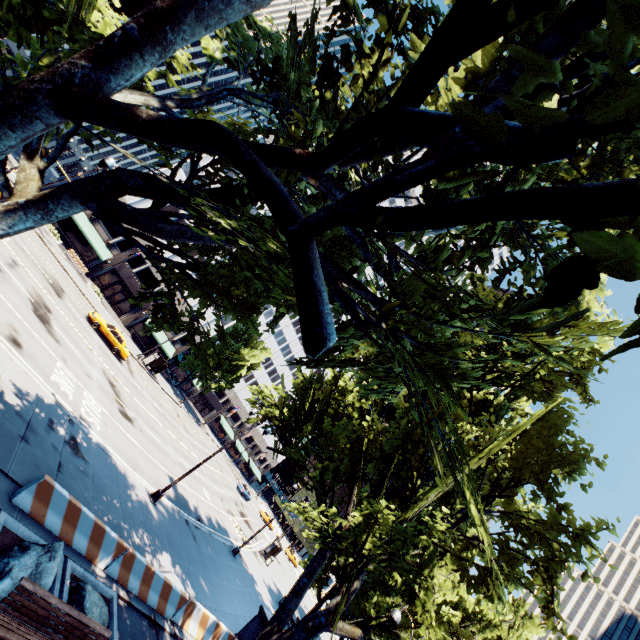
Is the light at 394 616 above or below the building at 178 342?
above

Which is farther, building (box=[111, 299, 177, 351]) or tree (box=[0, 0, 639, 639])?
building (box=[111, 299, 177, 351])

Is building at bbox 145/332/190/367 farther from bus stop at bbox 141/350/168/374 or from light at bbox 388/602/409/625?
light at bbox 388/602/409/625

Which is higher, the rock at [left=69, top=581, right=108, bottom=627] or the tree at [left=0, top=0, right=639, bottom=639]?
the tree at [left=0, top=0, right=639, bottom=639]

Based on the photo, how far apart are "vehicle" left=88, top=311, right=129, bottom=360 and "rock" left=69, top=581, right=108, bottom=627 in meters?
24.5

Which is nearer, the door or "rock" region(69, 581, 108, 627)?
"rock" region(69, 581, 108, 627)

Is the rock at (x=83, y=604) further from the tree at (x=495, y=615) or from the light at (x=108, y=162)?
the light at (x=108, y=162)

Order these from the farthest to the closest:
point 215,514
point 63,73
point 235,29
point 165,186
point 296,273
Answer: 1. point 215,514
2. point 235,29
3. point 165,186
4. point 63,73
5. point 296,273
